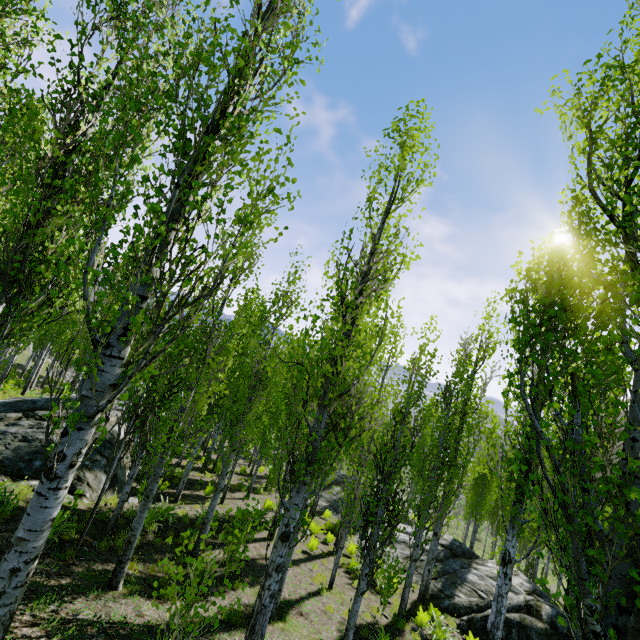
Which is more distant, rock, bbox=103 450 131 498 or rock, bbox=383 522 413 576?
rock, bbox=383 522 413 576

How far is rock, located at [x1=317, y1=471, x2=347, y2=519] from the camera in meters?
21.0 m

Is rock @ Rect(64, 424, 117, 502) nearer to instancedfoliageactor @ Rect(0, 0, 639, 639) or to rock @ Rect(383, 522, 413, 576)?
instancedfoliageactor @ Rect(0, 0, 639, 639)

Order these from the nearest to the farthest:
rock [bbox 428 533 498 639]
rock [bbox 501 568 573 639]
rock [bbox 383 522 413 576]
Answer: rock [bbox 501 568 573 639]
rock [bbox 428 533 498 639]
rock [bbox 383 522 413 576]

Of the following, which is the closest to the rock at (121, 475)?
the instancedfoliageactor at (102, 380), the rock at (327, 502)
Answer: the instancedfoliageactor at (102, 380)

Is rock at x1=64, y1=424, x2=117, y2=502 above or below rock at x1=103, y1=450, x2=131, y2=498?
above

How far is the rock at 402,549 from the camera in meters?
15.5

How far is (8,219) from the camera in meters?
5.6 m
